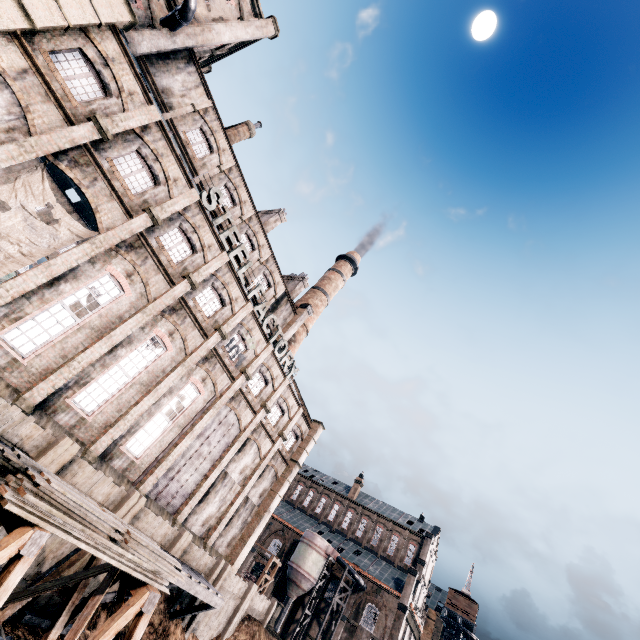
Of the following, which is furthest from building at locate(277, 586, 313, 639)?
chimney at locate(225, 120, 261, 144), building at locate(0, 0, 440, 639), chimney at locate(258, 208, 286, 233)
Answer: → chimney at locate(225, 120, 261, 144)

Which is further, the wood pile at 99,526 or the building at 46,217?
the building at 46,217

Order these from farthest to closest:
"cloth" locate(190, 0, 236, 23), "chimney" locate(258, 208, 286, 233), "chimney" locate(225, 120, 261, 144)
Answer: "chimney" locate(258, 208, 286, 233)
"chimney" locate(225, 120, 261, 144)
"cloth" locate(190, 0, 236, 23)

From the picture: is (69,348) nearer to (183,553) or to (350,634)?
(183,553)

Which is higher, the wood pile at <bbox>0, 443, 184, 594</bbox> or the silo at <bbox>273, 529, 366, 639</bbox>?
the silo at <bbox>273, 529, 366, 639</bbox>

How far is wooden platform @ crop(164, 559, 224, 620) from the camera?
16.36m

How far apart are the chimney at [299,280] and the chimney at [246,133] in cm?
1680

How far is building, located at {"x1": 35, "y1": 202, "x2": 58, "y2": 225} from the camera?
29.11m
